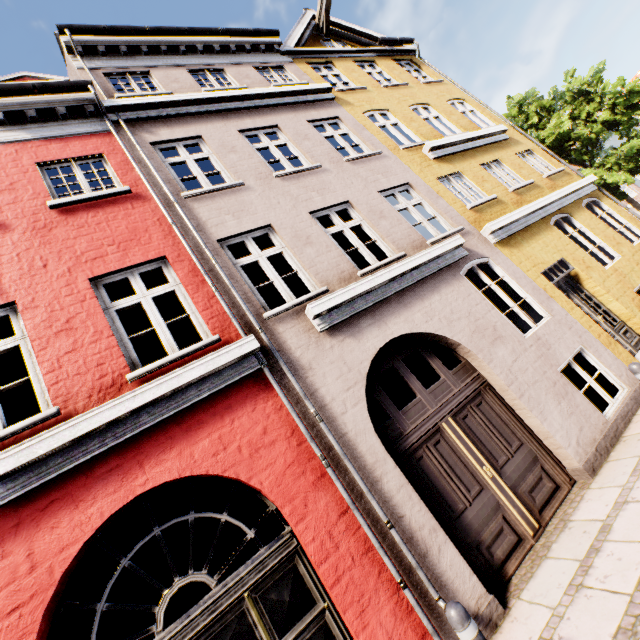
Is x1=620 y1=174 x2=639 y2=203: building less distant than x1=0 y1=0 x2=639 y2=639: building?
No

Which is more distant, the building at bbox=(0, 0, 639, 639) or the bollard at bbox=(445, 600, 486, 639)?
the building at bbox=(0, 0, 639, 639)

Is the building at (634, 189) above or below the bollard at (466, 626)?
above

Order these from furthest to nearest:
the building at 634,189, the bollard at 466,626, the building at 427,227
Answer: the building at 634,189
the building at 427,227
the bollard at 466,626

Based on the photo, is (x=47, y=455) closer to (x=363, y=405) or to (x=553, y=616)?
(x=363, y=405)

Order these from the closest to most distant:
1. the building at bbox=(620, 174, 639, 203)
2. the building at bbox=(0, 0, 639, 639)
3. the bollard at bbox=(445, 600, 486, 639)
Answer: the bollard at bbox=(445, 600, 486, 639), the building at bbox=(0, 0, 639, 639), the building at bbox=(620, 174, 639, 203)

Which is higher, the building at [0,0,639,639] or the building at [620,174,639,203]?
the building at [620,174,639,203]
